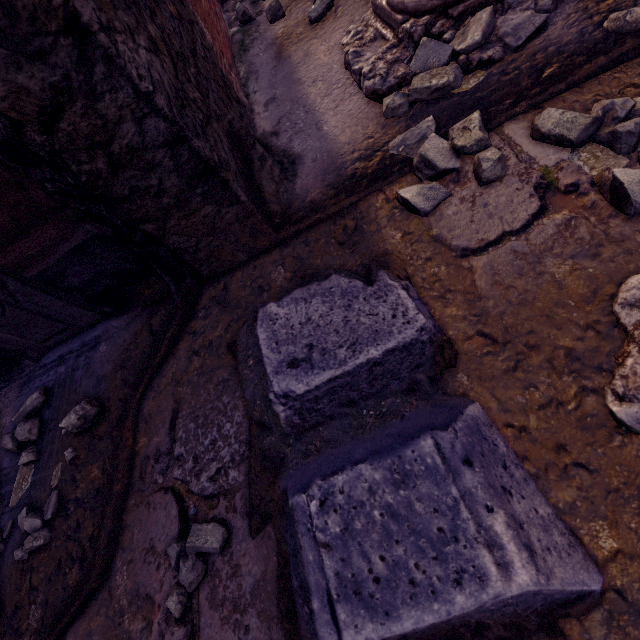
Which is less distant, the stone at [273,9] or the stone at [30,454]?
the stone at [30,454]

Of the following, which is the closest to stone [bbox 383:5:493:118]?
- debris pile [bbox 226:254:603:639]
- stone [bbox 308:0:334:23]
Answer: debris pile [bbox 226:254:603:639]

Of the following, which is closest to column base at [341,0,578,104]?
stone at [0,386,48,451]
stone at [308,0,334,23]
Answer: stone at [308,0,334,23]

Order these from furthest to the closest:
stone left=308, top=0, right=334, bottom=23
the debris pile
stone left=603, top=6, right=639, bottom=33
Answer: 1. stone left=308, top=0, right=334, bottom=23
2. stone left=603, top=6, right=639, bottom=33
3. the debris pile

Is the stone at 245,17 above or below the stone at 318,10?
above

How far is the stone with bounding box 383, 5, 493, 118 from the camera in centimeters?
129cm

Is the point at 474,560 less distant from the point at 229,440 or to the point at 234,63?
the point at 229,440

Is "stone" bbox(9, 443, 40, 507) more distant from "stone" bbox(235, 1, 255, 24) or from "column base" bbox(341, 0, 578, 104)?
"stone" bbox(235, 1, 255, 24)
